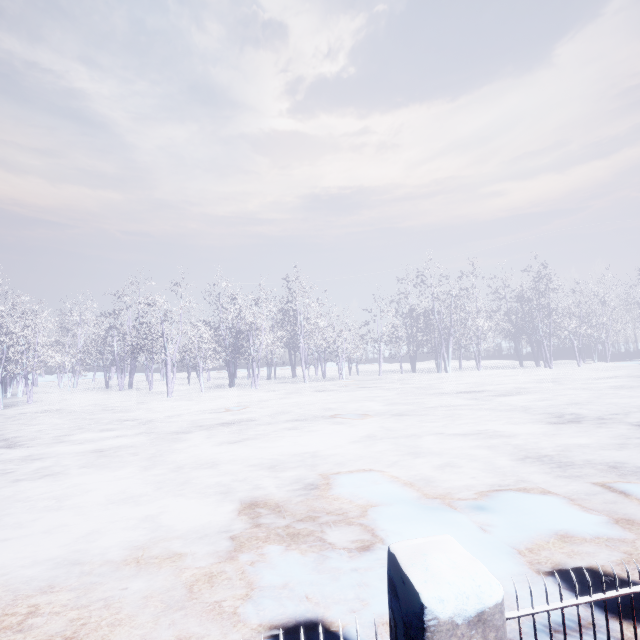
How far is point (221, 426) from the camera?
9.2 meters
